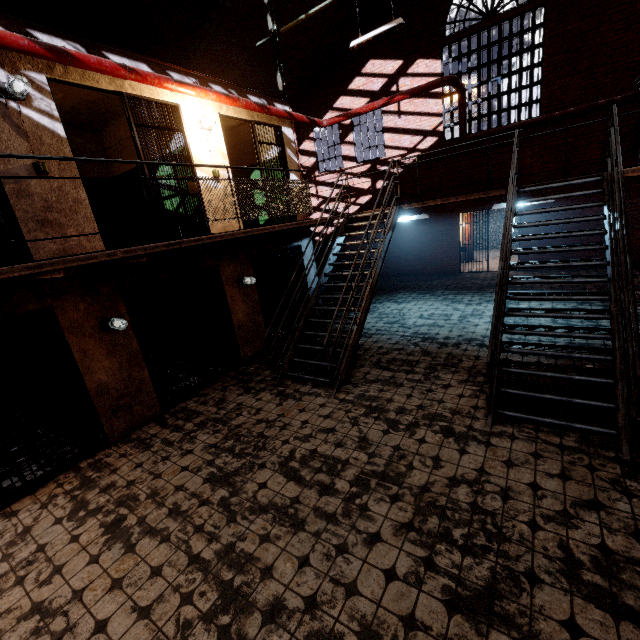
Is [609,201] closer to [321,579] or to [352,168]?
[321,579]

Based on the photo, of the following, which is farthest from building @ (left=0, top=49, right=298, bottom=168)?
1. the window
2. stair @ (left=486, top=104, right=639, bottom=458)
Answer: stair @ (left=486, top=104, right=639, bottom=458)

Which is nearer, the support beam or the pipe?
the pipe

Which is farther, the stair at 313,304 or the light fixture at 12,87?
the stair at 313,304

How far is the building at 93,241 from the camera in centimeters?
442cm

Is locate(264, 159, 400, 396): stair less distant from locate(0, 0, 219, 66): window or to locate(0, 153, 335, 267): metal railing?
locate(0, 153, 335, 267): metal railing

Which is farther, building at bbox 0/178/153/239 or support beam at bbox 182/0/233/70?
support beam at bbox 182/0/233/70

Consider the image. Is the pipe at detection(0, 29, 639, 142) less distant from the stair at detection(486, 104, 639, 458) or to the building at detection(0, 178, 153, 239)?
the building at detection(0, 178, 153, 239)
